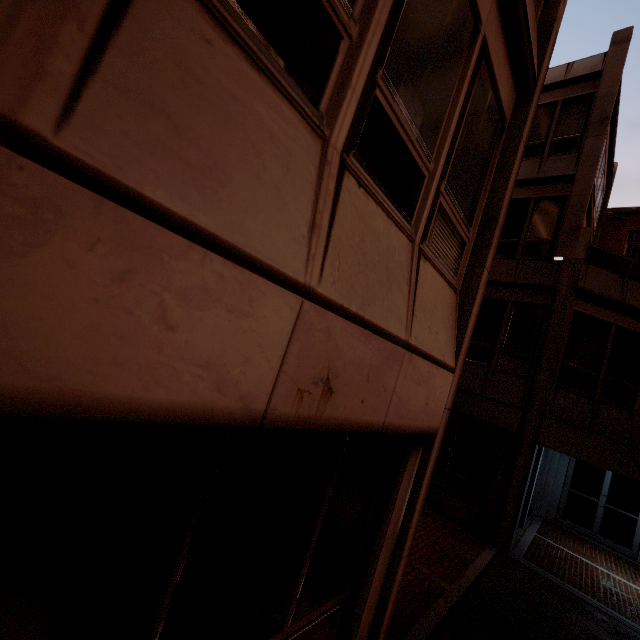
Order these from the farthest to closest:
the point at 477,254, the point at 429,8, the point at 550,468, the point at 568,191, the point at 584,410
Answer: the point at 550,468 < the point at 568,191 < the point at 584,410 < the point at 477,254 < the point at 429,8
